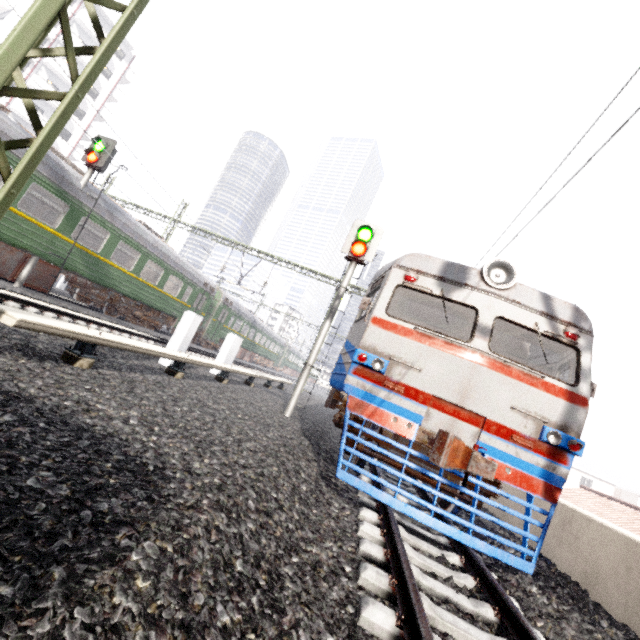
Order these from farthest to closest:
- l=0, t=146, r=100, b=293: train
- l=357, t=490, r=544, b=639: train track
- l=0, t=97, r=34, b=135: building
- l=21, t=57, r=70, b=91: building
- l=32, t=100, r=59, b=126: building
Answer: l=32, t=100, r=59, b=126: building, l=21, t=57, r=70, b=91: building, l=0, t=97, r=34, b=135: building, l=0, t=146, r=100, b=293: train, l=357, t=490, r=544, b=639: train track

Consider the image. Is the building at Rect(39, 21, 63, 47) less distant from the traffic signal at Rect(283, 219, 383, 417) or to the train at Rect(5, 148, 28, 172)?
the train at Rect(5, 148, 28, 172)

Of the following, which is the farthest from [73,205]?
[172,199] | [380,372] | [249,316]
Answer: [249,316]

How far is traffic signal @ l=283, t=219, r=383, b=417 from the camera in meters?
8.6

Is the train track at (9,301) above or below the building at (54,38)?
below

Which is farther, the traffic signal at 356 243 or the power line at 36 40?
the traffic signal at 356 243

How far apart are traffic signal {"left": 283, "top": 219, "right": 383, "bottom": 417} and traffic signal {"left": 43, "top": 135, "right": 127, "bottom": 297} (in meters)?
8.96

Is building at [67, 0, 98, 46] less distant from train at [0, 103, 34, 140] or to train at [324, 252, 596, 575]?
train at [0, 103, 34, 140]
